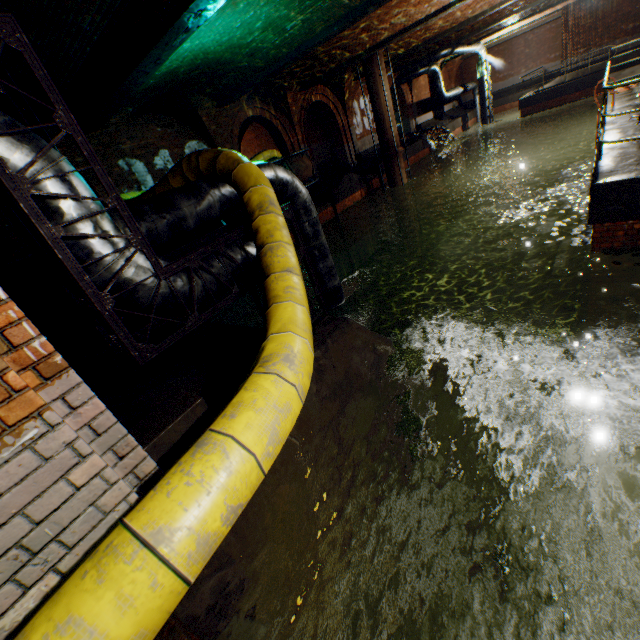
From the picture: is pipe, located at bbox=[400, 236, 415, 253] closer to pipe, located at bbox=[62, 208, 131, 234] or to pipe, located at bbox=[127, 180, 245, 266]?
pipe, located at bbox=[127, 180, 245, 266]

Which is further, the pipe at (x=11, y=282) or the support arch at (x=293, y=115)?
the support arch at (x=293, y=115)

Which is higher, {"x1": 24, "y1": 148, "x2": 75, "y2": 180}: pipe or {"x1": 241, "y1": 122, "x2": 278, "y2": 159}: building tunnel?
{"x1": 241, "y1": 122, "x2": 278, "y2": 159}: building tunnel

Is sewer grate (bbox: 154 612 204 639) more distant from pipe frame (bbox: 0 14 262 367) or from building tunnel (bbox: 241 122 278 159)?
building tunnel (bbox: 241 122 278 159)

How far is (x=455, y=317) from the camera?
12.52m

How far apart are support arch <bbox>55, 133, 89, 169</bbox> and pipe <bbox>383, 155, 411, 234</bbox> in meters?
10.8 m

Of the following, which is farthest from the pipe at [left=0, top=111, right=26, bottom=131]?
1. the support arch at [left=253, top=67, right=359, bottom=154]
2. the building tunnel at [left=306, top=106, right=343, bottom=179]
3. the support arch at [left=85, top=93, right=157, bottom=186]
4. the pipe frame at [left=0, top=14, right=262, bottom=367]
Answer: the support arch at [left=253, top=67, right=359, bottom=154]

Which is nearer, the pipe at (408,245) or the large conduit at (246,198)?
the large conduit at (246,198)
